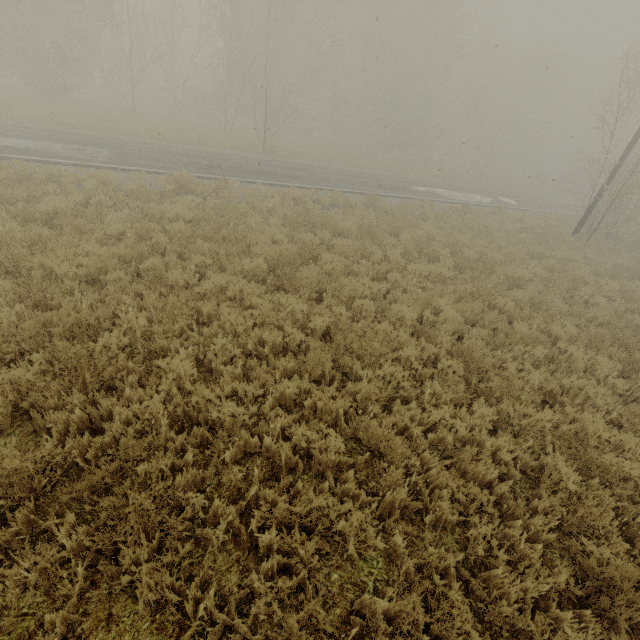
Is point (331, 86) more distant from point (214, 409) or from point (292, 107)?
point (214, 409)
